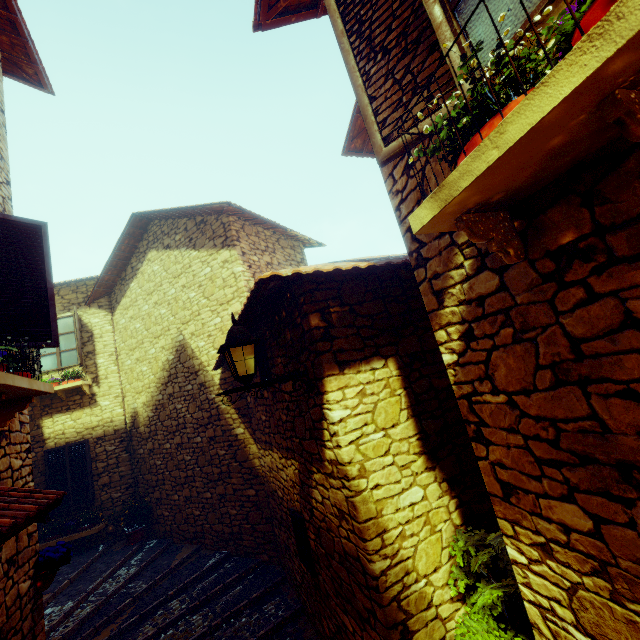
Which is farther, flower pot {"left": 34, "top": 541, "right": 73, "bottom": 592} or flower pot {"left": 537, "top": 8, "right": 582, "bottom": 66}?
flower pot {"left": 34, "top": 541, "right": 73, "bottom": 592}

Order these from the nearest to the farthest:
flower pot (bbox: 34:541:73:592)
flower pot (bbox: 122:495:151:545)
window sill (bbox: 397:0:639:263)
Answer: window sill (bbox: 397:0:639:263) < flower pot (bbox: 34:541:73:592) < flower pot (bbox: 122:495:151:545)

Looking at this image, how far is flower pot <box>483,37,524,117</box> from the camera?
1.1m

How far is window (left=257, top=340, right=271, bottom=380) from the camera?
4.6 meters

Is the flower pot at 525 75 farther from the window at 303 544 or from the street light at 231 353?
the window at 303 544

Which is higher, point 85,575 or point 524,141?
point 524,141

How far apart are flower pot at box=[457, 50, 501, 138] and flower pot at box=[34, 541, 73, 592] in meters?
Answer: 5.5

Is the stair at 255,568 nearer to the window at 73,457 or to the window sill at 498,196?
the window at 73,457
